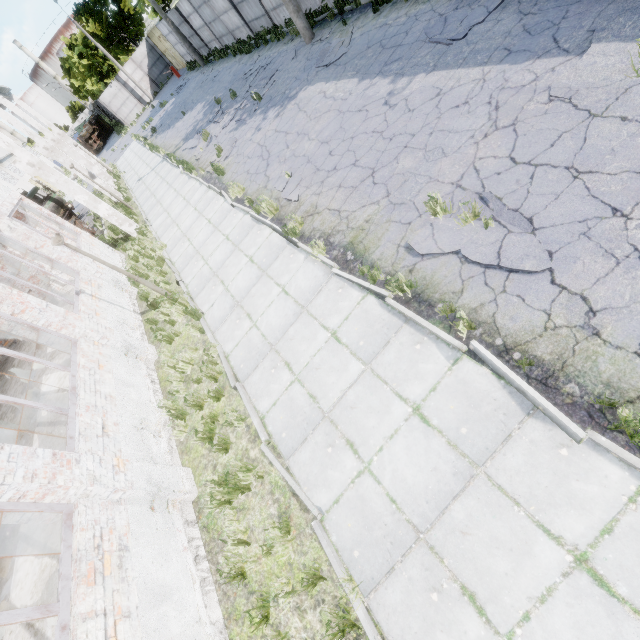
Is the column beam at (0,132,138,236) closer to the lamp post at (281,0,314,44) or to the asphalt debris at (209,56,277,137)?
the asphalt debris at (209,56,277,137)

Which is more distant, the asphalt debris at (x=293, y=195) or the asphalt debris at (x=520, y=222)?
the asphalt debris at (x=293, y=195)

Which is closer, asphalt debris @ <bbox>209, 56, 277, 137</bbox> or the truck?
asphalt debris @ <bbox>209, 56, 277, 137</bbox>

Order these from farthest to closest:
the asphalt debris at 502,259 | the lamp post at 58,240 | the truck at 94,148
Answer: the truck at 94,148 → the lamp post at 58,240 → the asphalt debris at 502,259

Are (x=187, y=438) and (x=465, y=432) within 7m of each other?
yes

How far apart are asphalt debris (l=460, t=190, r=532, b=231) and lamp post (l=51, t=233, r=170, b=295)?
7.48m

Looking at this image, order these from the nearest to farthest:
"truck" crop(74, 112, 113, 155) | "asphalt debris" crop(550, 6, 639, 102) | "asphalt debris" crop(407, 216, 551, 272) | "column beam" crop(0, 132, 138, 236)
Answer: "asphalt debris" crop(407, 216, 551, 272) → "asphalt debris" crop(550, 6, 639, 102) → "column beam" crop(0, 132, 138, 236) → "truck" crop(74, 112, 113, 155)
